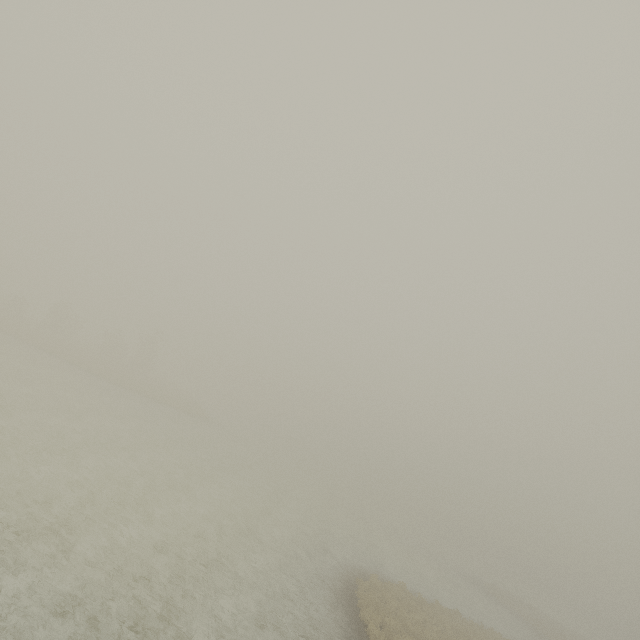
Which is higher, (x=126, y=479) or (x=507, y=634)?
(x=507, y=634)
